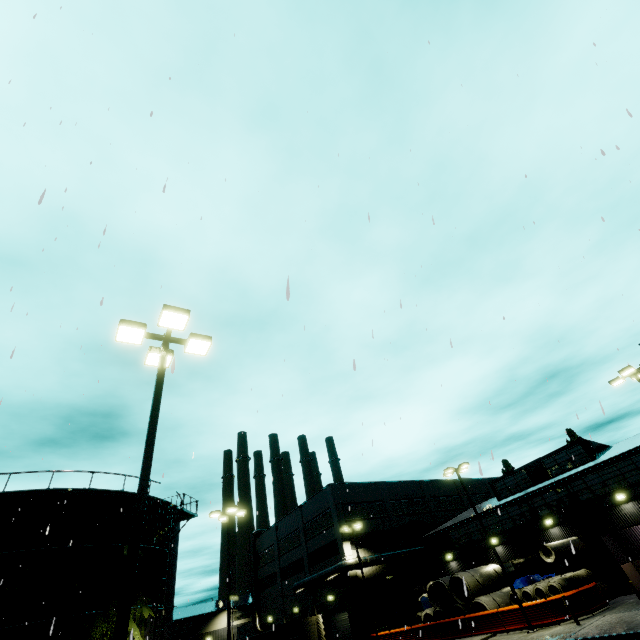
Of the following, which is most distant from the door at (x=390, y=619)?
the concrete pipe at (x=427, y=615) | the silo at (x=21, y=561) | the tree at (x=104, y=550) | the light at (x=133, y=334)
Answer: the light at (x=133, y=334)

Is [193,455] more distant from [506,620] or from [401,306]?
[506,620]

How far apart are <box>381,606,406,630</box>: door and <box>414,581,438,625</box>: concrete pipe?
4.9m

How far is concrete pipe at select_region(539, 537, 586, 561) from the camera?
23.4m

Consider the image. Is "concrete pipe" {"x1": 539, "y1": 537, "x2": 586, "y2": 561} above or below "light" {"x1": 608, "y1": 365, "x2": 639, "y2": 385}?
below

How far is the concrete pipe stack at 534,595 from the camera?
22.6m

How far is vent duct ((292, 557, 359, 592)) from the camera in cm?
3313

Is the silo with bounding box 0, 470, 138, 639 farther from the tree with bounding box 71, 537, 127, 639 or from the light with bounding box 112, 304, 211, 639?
the light with bounding box 112, 304, 211, 639
